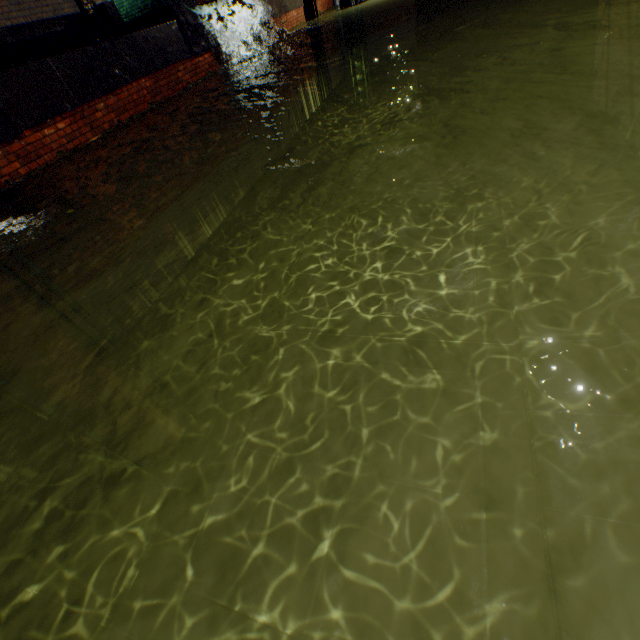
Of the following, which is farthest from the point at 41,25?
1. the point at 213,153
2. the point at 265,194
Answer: the point at 265,194

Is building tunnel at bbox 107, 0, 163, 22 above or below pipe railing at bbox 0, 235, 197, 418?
above

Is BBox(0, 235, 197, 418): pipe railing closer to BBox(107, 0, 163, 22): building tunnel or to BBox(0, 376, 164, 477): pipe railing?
BBox(0, 376, 164, 477): pipe railing

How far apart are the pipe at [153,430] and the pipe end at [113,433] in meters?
0.1

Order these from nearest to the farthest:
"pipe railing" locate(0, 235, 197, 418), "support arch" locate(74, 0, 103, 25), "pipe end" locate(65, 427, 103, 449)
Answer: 1. "pipe railing" locate(0, 235, 197, 418)
2. "pipe end" locate(65, 427, 103, 449)
3. "support arch" locate(74, 0, 103, 25)

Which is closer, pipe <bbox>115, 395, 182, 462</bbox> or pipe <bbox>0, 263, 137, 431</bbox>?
pipe <bbox>0, 263, 137, 431</bbox>

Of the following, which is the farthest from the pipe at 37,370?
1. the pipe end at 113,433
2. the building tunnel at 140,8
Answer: the building tunnel at 140,8

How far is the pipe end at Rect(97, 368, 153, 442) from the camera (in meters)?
4.48
